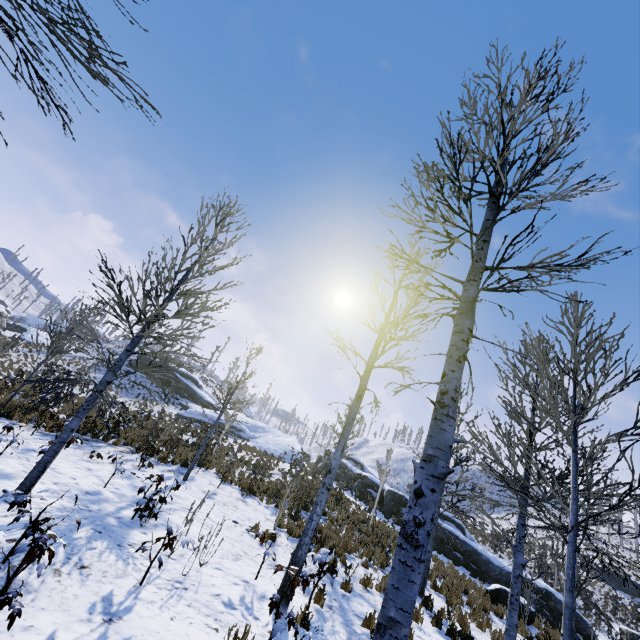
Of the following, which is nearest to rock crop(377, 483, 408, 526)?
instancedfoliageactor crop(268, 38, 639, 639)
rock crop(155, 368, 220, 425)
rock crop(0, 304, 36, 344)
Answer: instancedfoliageactor crop(268, 38, 639, 639)

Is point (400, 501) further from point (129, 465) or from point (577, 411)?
point (129, 465)

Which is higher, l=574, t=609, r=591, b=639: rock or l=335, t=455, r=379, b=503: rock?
l=335, t=455, r=379, b=503: rock

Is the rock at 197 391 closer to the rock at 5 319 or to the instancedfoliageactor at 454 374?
the rock at 5 319

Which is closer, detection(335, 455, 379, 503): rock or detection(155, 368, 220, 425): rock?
detection(335, 455, 379, 503): rock

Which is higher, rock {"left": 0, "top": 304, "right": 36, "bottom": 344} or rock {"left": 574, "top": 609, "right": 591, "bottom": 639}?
rock {"left": 0, "top": 304, "right": 36, "bottom": 344}

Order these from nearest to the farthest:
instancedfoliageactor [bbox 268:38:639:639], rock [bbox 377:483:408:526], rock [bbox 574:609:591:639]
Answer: instancedfoliageactor [bbox 268:38:639:639]
rock [bbox 574:609:591:639]
rock [bbox 377:483:408:526]

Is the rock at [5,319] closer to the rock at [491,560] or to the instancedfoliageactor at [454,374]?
the instancedfoliageactor at [454,374]
